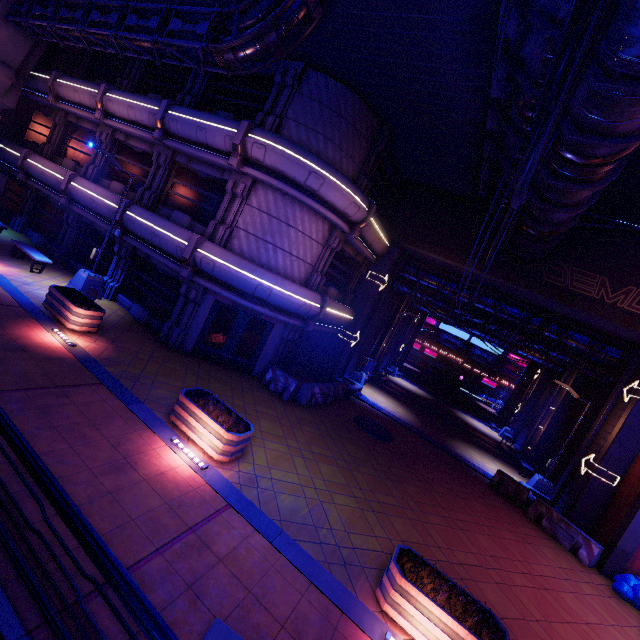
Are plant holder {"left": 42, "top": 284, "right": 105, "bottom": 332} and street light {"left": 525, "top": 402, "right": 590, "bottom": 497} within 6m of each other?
no

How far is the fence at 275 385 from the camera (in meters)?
13.91

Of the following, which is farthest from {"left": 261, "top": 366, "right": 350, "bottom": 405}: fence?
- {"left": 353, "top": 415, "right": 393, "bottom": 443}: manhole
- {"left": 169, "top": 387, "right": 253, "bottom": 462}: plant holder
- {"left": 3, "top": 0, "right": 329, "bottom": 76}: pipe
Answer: {"left": 3, "top": 0, "right": 329, "bottom": 76}: pipe

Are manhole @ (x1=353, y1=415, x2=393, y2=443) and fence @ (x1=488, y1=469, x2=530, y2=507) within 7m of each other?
yes

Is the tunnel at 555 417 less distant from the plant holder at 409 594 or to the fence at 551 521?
the fence at 551 521

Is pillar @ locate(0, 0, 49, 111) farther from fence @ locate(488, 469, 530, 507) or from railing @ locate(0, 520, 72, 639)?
fence @ locate(488, 469, 530, 507)

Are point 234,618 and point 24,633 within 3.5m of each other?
yes

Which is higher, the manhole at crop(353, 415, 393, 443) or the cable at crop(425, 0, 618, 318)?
the cable at crop(425, 0, 618, 318)
